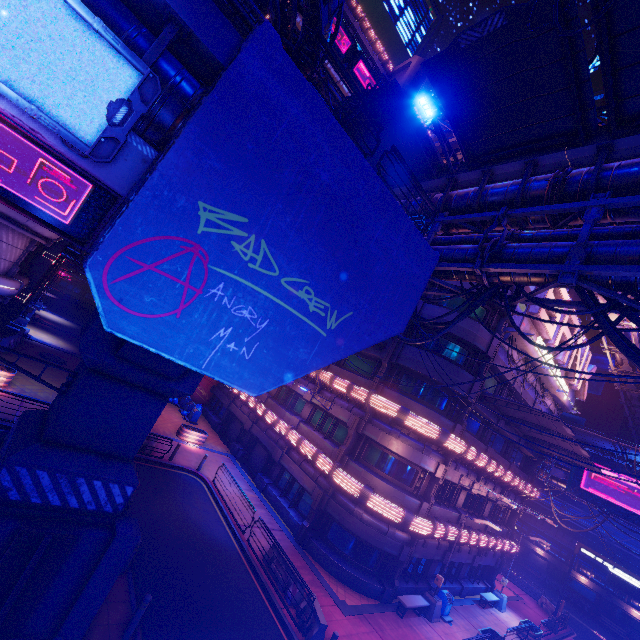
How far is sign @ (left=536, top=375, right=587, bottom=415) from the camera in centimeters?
2441cm

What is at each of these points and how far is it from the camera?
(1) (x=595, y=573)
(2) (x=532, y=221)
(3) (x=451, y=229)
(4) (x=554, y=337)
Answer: (1) walkway, 41.7 meters
(2) walkway, 11.2 meters
(3) walkway, 13.8 meters
(4) sign, 21.6 meters

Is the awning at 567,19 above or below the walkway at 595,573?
above

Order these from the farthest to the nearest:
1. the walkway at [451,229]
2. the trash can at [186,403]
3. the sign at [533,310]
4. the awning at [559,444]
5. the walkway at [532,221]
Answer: the trash can at [186,403] < the awning at [559,444] < the sign at [533,310] < the walkway at [451,229] < the walkway at [532,221]

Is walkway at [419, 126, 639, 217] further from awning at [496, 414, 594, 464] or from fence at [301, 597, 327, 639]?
fence at [301, 597, 327, 639]

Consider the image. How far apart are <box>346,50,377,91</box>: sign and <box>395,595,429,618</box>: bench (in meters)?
50.72

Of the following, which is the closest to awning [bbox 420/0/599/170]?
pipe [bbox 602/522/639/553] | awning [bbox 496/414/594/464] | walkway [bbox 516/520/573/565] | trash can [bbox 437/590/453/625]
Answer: awning [bbox 496/414/594/464]

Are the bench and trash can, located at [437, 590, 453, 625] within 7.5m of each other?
yes
